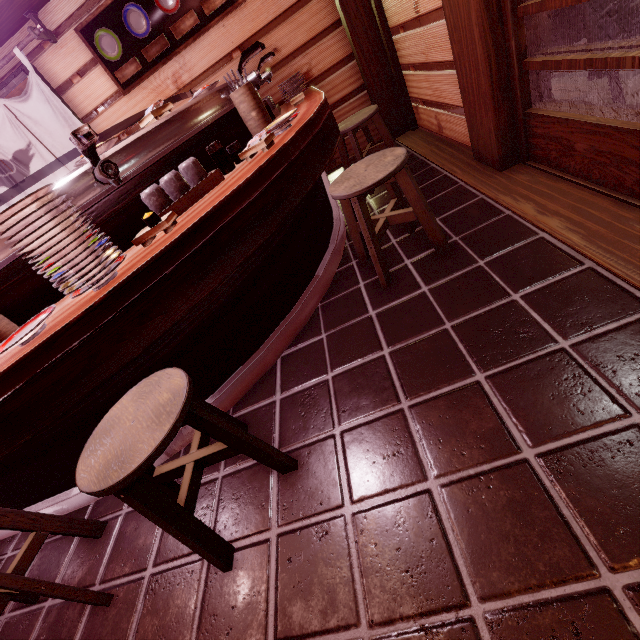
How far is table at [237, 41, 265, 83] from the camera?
3.88m

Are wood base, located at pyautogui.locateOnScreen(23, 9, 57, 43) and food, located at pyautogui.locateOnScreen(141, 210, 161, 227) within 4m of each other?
no

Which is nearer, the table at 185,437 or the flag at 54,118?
the table at 185,437

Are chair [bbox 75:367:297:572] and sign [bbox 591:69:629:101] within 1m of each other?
no

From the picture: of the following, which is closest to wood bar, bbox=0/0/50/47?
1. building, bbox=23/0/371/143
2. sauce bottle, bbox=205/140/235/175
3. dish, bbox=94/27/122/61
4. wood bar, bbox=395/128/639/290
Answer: building, bbox=23/0/371/143

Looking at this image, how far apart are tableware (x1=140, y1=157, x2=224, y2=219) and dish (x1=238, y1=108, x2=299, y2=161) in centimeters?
30cm

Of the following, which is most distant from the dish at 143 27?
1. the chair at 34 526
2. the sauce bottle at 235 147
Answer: the chair at 34 526

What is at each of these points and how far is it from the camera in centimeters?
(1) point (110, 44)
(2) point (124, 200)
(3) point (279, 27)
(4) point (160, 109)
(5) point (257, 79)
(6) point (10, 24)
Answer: (1) dish, 625cm
(2) table, 300cm
(3) building, 637cm
(4) food, 332cm
(5) table, 407cm
(6) wood bar, 580cm
